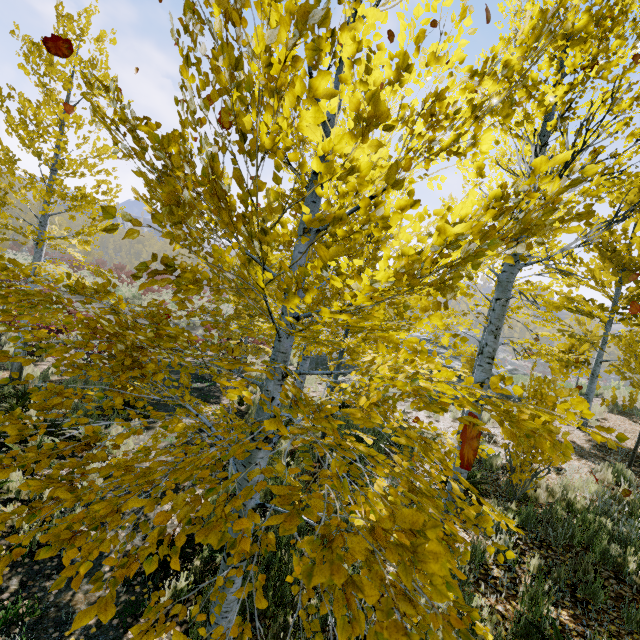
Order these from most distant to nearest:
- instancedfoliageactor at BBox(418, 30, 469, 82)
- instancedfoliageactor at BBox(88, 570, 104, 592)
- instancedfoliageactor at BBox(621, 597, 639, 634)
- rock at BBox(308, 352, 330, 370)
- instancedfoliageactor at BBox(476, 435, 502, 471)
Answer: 1. rock at BBox(308, 352, 330, 370)
2. instancedfoliageactor at BBox(621, 597, 639, 634)
3. instancedfoliageactor at BBox(476, 435, 502, 471)
4. instancedfoliageactor at BBox(418, 30, 469, 82)
5. instancedfoliageactor at BBox(88, 570, 104, 592)

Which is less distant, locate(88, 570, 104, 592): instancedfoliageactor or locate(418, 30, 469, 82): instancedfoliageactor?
locate(88, 570, 104, 592): instancedfoliageactor

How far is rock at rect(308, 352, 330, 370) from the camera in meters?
19.7 m

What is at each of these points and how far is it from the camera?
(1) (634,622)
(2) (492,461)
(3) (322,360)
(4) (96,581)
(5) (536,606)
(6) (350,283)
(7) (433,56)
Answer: (1) instancedfoliageactor, 3.4m
(2) instancedfoliageactor, 7.5m
(3) rock, 20.0m
(4) instancedfoliageactor, 1.1m
(5) instancedfoliageactor, 3.2m
(6) instancedfoliageactor, 1.6m
(7) instancedfoliageactor, 1.7m

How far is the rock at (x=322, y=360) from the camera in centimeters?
1969cm

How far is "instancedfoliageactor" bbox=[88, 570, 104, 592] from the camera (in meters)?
1.11

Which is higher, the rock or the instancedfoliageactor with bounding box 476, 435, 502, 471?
the instancedfoliageactor with bounding box 476, 435, 502, 471

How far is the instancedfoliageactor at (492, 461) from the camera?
2.7m
